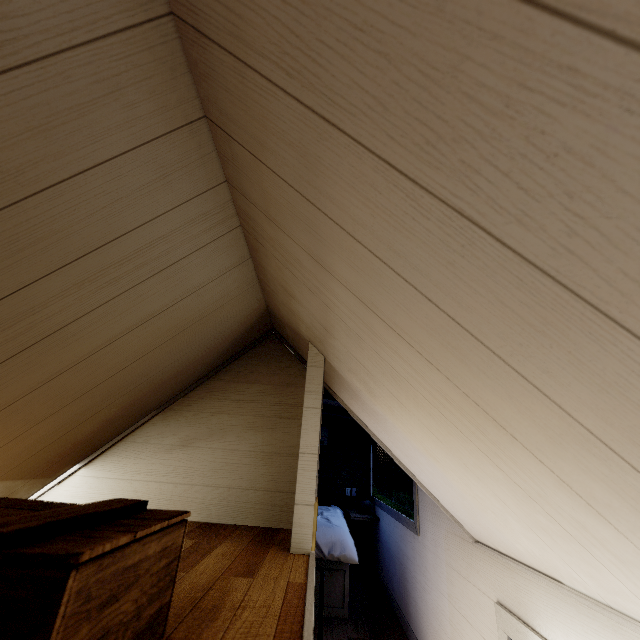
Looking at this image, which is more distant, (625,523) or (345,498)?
(345,498)
